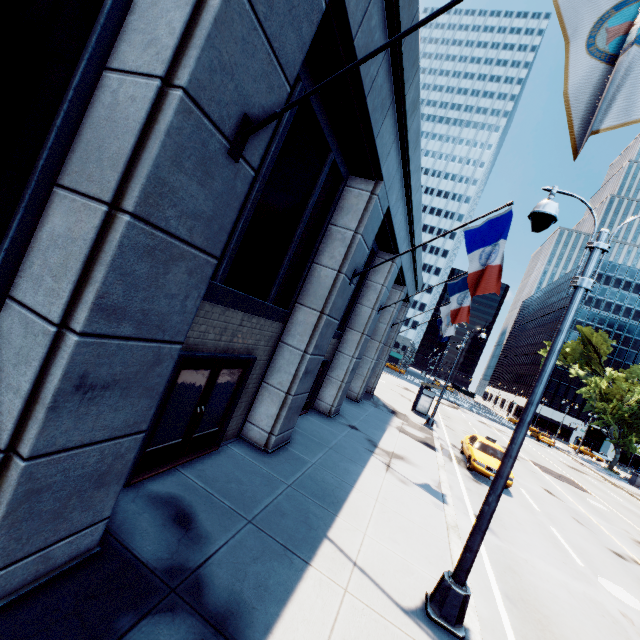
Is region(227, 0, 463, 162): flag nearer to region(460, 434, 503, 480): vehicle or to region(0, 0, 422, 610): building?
region(0, 0, 422, 610): building

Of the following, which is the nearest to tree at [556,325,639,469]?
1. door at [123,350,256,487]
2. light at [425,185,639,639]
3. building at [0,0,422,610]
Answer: light at [425,185,639,639]

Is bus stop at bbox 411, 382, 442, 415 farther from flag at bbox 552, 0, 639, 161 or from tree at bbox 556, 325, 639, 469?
flag at bbox 552, 0, 639, 161

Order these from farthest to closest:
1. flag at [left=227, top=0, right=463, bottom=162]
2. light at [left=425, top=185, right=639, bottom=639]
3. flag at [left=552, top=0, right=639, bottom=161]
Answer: light at [left=425, top=185, right=639, bottom=639]
flag at [left=227, top=0, right=463, bottom=162]
flag at [left=552, top=0, right=639, bottom=161]

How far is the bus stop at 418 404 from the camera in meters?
25.0 m

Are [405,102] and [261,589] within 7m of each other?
no

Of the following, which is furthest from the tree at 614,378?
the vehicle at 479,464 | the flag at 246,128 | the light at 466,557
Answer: the flag at 246,128

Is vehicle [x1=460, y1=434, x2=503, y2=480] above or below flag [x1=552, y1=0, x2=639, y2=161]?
below
